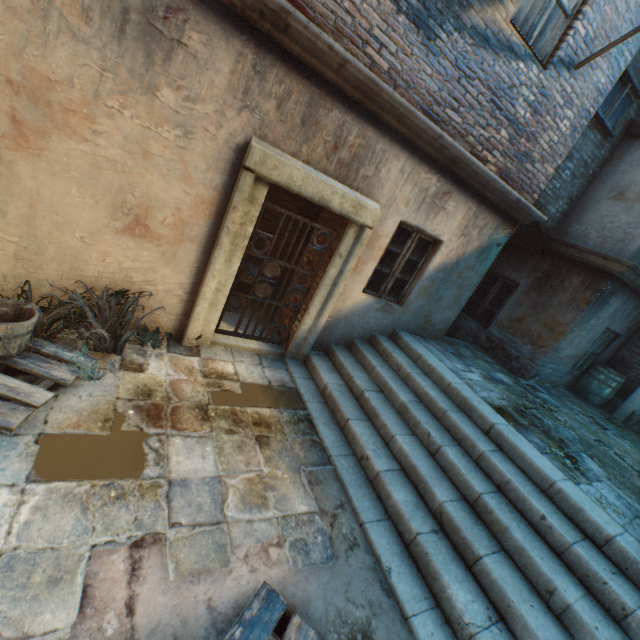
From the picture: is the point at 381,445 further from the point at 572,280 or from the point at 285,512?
the point at 572,280

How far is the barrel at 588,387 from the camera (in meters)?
7.66

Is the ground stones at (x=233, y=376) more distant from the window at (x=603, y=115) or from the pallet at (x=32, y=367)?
the window at (x=603, y=115)

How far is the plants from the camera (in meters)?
3.33

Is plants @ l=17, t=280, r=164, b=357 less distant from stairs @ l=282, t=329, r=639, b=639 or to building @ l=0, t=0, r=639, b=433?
building @ l=0, t=0, r=639, b=433

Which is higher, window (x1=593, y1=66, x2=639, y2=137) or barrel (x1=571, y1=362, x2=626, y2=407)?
window (x1=593, y1=66, x2=639, y2=137)

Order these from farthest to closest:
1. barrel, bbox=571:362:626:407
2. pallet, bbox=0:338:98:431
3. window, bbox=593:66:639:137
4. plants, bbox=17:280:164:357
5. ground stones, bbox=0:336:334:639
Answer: barrel, bbox=571:362:626:407 → window, bbox=593:66:639:137 → plants, bbox=17:280:164:357 → pallet, bbox=0:338:98:431 → ground stones, bbox=0:336:334:639

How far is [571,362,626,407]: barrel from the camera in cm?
766
